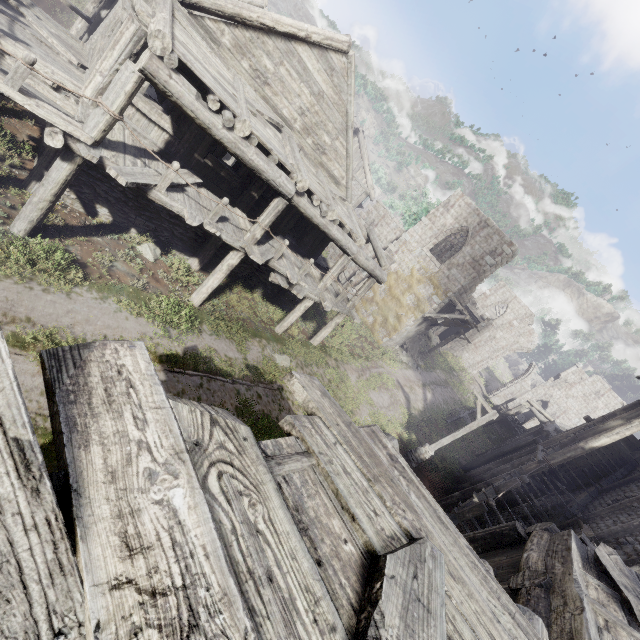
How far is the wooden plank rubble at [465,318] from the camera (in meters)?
22.48

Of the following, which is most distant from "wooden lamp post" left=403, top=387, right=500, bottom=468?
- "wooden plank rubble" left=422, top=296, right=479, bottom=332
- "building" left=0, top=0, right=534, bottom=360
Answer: "wooden plank rubble" left=422, top=296, right=479, bottom=332

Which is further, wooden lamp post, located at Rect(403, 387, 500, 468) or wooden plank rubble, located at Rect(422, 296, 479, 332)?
wooden plank rubble, located at Rect(422, 296, 479, 332)

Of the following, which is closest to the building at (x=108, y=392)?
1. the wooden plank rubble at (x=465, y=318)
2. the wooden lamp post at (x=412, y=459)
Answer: the wooden plank rubble at (x=465, y=318)

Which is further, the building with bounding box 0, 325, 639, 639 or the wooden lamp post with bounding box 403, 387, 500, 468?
the wooden lamp post with bounding box 403, 387, 500, 468

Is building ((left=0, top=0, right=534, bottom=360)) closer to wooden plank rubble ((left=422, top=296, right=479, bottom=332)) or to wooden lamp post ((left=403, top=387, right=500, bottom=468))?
wooden plank rubble ((left=422, top=296, right=479, bottom=332))

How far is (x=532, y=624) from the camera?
2.71m
